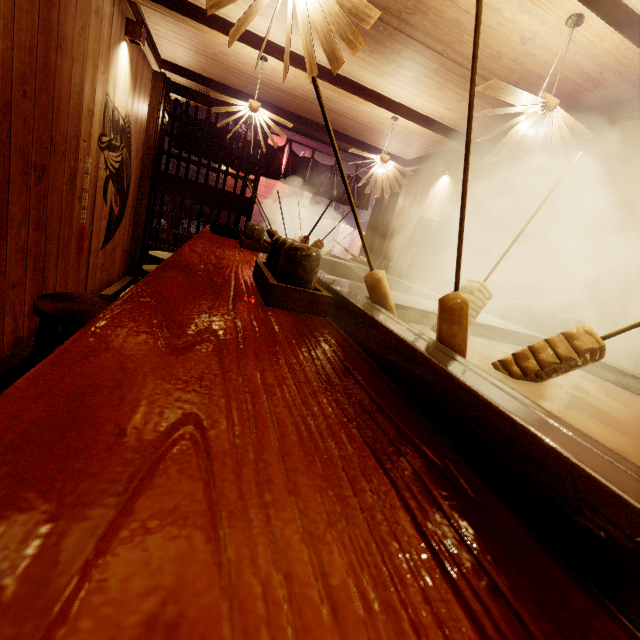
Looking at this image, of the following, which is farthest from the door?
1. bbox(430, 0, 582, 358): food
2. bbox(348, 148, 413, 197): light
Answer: bbox(430, 0, 582, 358): food

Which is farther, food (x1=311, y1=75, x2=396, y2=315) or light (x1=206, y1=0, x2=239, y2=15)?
light (x1=206, y1=0, x2=239, y2=15)

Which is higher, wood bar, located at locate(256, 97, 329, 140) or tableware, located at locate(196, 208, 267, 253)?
wood bar, located at locate(256, 97, 329, 140)

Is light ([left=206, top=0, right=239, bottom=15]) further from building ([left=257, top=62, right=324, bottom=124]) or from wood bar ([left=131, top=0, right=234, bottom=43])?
wood bar ([left=131, top=0, right=234, bottom=43])

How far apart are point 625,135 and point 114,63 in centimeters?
778cm

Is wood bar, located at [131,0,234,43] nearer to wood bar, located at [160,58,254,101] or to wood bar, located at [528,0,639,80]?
wood bar, located at [160,58,254,101]

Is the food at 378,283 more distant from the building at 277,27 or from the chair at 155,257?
the chair at 155,257

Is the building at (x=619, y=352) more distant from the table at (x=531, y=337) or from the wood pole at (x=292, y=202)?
the wood pole at (x=292, y=202)
